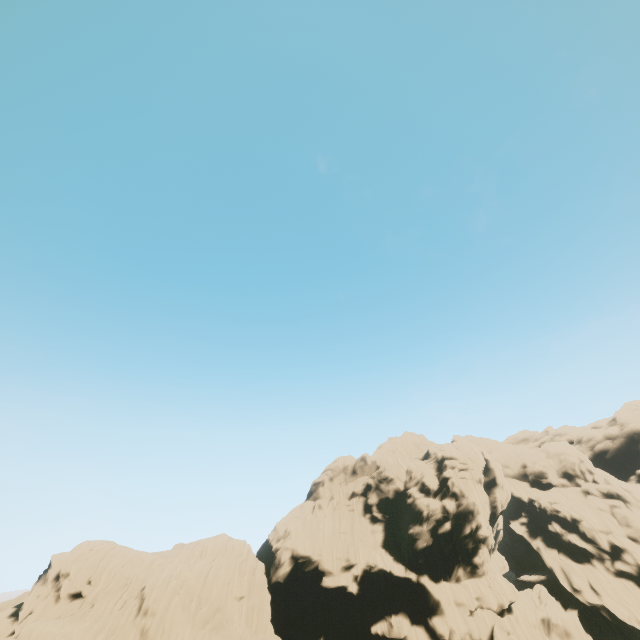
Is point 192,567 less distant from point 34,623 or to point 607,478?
point 34,623
